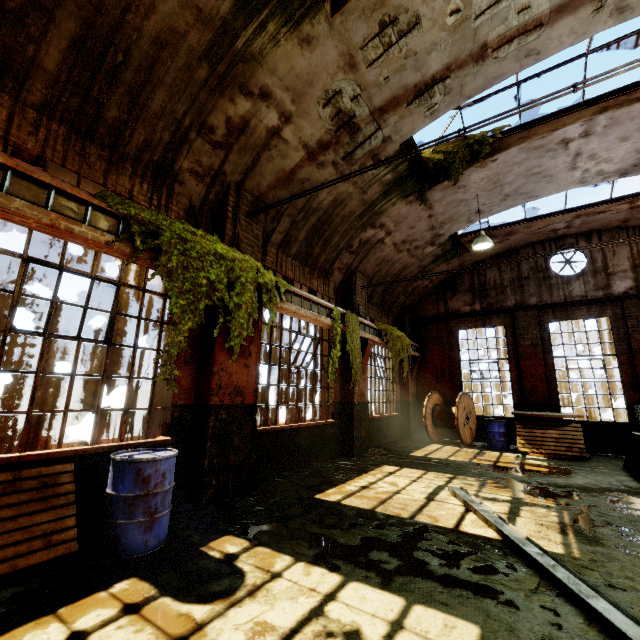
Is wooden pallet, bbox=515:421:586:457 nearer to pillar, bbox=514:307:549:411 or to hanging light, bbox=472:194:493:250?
pillar, bbox=514:307:549:411

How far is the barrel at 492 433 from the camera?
10.6 meters

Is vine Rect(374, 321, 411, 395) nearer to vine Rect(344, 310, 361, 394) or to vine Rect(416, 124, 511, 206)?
vine Rect(344, 310, 361, 394)

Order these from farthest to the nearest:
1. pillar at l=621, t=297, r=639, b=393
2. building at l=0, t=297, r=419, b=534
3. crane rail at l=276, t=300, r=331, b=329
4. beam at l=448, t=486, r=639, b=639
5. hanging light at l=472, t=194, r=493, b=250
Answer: pillar at l=621, t=297, r=639, b=393
hanging light at l=472, t=194, r=493, b=250
crane rail at l=276, t=300, r=331, b=329
building at l=0, t=297, r=419, b=534
beam at l=448, t=486, r=639, b=639

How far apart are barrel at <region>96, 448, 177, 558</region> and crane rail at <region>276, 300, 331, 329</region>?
2.7 meters

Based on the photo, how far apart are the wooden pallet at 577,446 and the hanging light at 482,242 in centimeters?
568cm

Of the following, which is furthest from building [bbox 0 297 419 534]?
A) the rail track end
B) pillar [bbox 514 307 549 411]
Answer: the rail track end

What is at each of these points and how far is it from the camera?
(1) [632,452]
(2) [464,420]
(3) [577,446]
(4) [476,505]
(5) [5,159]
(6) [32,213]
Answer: (1) rail track end, 7.3m
(2) cable drum, 11.5m
(3) wooden pallet, 9.2m
(4) beam, 4.9m
(5) crane rail, 3.1m
(6) crane rail, 3.2m
